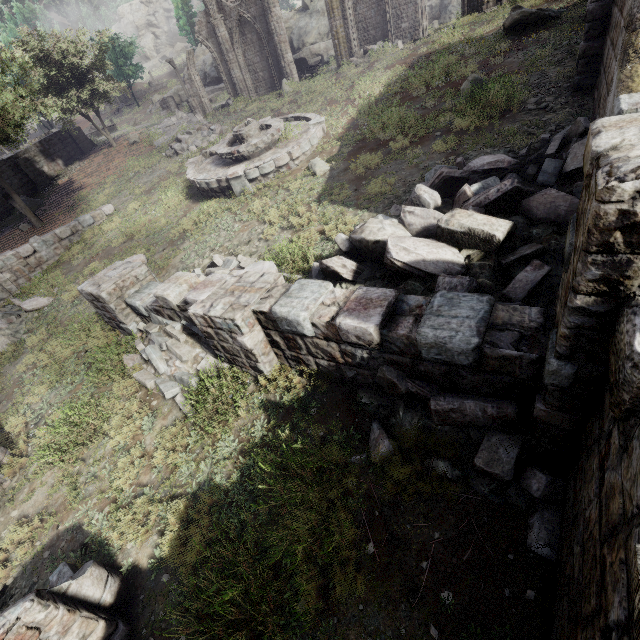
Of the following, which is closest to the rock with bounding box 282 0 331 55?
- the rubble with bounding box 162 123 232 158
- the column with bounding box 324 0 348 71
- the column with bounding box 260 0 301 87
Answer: the column with bounding box 324 0 348 71

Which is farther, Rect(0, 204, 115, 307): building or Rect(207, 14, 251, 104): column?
Rect(207, 14, 251, 104): column

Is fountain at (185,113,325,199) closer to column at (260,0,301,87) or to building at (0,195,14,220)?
column at (260,0,301,87)

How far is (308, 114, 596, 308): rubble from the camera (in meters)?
4.45

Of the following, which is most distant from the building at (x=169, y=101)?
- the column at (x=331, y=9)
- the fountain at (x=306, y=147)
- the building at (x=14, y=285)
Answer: the column at (x=331, y=9)

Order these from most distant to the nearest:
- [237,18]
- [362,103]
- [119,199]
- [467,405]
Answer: [237,18]
[119,199]
[362,103]
[467,405]

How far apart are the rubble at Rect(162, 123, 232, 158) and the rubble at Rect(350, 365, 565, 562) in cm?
1874

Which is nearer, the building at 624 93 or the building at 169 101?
the building at 624 93
